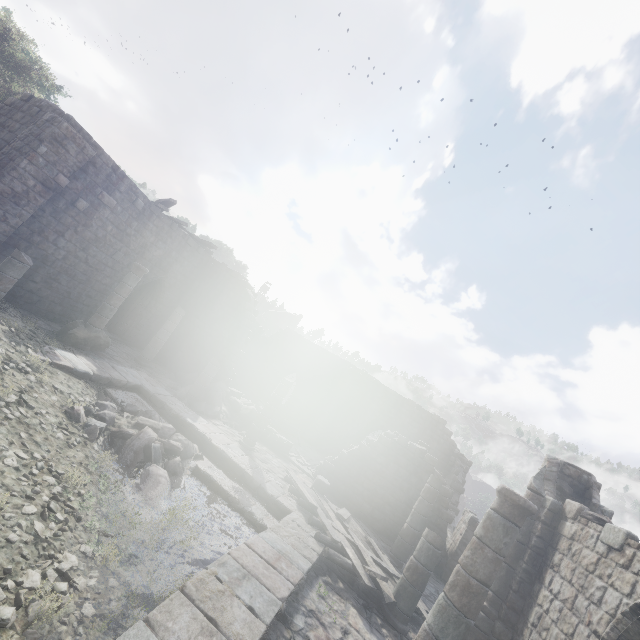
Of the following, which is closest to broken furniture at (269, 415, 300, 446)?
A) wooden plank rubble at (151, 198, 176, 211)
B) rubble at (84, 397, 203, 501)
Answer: rubble at (84, 397, 203, 501)

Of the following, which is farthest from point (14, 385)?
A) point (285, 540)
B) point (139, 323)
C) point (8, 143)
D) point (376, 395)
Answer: point (376, 395)

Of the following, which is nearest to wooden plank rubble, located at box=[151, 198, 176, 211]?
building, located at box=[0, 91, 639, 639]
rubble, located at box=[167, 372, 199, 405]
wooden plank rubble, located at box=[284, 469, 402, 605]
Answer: building, located at box=[0, 91, 639, 639]

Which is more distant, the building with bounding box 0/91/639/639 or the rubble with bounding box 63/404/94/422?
the rubble with bounding box 63/404/94/422

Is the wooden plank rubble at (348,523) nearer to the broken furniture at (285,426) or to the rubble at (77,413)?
the rubble at (77,413)

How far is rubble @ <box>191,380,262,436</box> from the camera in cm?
1451

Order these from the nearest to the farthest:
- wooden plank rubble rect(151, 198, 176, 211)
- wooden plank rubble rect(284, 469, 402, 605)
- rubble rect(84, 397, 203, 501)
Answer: rubble rect(84, 397, 203, 501) → wooden plank rubble rect(284, 469, 402, 605) → wooden plank rubble rect(151, 198, 176, 211)

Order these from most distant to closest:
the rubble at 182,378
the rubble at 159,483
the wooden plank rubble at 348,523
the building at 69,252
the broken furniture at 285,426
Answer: the broken furniture at 285,426
the rubble at 182,378
the wooden plank rubble at 348,523
the rubble at 159,483
the building at 69,252
